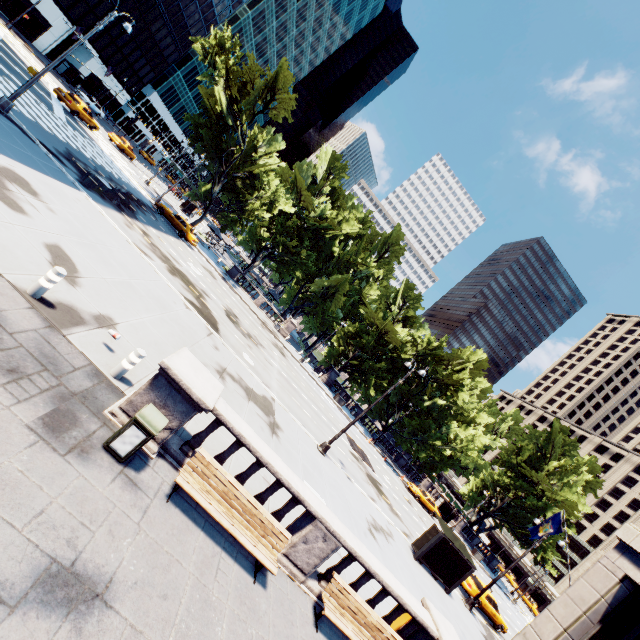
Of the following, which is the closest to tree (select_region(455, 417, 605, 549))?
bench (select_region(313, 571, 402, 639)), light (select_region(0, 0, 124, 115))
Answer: light (select_region(0, 0, 124, 115))

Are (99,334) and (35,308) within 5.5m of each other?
yes

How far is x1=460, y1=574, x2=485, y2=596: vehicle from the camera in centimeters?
2262cm

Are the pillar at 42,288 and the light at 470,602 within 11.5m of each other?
no

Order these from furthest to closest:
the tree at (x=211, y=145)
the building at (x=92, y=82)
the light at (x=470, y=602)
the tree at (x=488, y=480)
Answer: the building at (x=92, y=82) → the tree at (x=488, y=480) → the tree at (x=211, y=145) → the light at (x=470, y=602)

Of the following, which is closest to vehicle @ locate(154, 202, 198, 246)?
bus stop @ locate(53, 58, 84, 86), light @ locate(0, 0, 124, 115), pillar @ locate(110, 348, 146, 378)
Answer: light @ locate(0, 0, 124, 115)

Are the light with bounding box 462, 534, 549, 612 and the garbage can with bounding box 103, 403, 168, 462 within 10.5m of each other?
no

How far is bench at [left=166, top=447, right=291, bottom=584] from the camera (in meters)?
6.48
